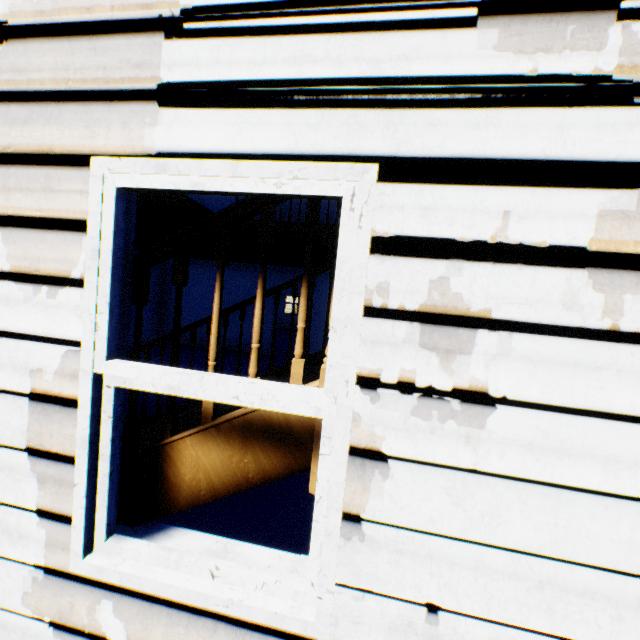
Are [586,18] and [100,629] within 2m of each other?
no
